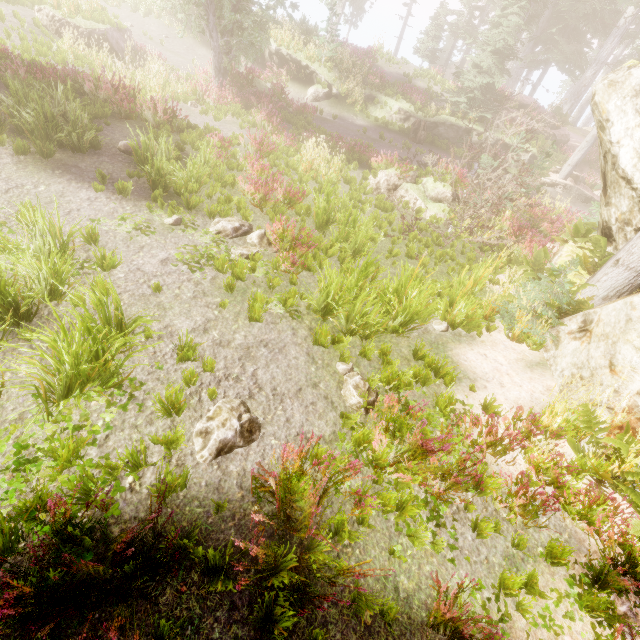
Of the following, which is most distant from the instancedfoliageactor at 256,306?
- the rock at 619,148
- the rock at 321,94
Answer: the rock at 321,94

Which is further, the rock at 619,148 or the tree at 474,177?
the tree at 474,177

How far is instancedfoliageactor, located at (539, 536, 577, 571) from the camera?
3.6 meters

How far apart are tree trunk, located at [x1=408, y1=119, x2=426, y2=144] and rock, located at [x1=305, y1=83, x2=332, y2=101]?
5.54m

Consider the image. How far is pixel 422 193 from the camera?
12.3m

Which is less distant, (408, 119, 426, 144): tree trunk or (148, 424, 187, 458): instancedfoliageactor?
(148, 424, 187, 458): instancedfoliageactor

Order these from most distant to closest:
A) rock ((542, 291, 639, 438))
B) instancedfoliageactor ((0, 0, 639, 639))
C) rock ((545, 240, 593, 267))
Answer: rock ((545, 240, 593, 267)) < rock ((542, 291, 639, 438)) < instancedfoliageactor ((0, 0, 639, 639))

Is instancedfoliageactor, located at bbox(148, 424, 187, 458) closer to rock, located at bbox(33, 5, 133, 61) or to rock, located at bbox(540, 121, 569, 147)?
rock, located at bbox(540, 121, 569, 147)
